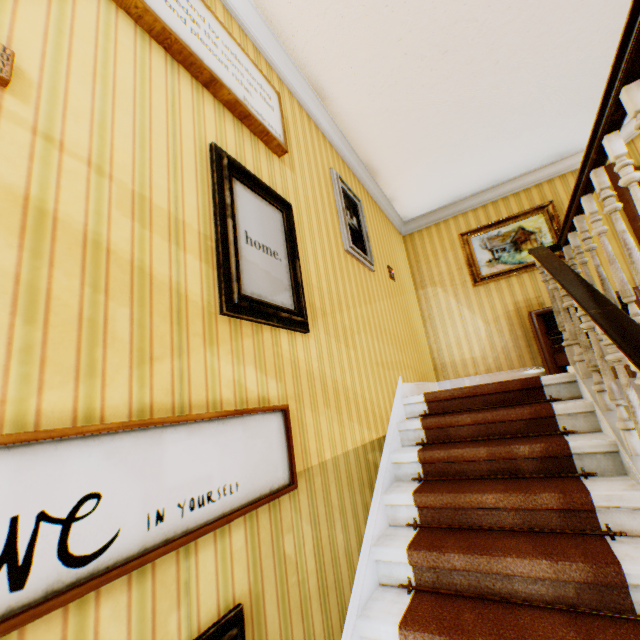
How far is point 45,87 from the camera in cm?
111

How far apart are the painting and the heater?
0.8 meters

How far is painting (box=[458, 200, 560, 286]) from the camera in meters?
5.0

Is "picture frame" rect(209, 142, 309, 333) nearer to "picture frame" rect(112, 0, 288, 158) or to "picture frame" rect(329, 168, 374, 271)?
"picture frame" rect(112, 0, 288, 158)

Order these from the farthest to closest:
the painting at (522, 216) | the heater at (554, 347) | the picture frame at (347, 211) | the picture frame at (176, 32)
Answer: the painting at (522, 216)
the heater at (554, 347)
the picture frame at (347, 211)
the picture frame at (176, 32)

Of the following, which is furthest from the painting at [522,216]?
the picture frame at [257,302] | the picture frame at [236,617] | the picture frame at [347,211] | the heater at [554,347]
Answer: the picture frame at [236,617]

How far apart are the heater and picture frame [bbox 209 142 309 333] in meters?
3.8 m

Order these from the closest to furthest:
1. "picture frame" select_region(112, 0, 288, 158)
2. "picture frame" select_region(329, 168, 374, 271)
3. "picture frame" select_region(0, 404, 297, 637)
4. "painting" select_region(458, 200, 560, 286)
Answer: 1. "picture frame" select_region(0, 404, 297, 637)
2. "picture frame" select_region(112, 0, 288, 158)
3. "picture frame" select_region(329, 168, 374, 271)
4. "painting" select_region(458, 200, 560, 286)
